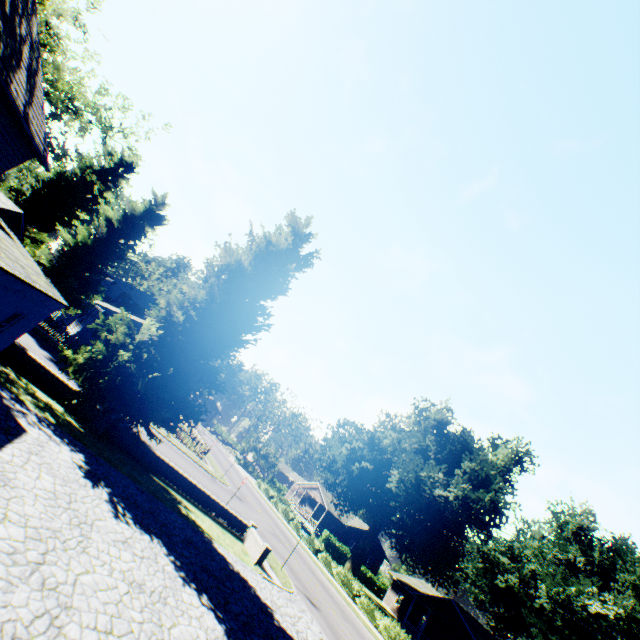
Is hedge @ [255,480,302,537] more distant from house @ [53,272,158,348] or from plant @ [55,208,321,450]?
house @ [53,272,158,348]

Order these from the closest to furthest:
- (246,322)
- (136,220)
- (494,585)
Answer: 1. (246,322)
2. (136,220)
3. (494,585)

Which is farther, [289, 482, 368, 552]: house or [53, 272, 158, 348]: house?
[289, 482, 368, 552]: house

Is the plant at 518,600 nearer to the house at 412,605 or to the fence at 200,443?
the fence at 200,443

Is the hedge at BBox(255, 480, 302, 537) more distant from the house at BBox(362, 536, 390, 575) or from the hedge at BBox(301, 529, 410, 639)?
the house at BBox(362, 536, 390, 575)

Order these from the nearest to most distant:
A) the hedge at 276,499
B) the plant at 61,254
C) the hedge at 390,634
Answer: the plant at 61,254 → the hedge at 390,634 → the hedge at 276,499

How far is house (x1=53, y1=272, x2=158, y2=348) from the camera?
31.5m

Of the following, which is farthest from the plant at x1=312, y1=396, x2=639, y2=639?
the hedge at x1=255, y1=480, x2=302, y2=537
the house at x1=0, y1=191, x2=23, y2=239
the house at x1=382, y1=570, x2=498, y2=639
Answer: the hedge at x1=255, y1=480, x2=302, y2=537
